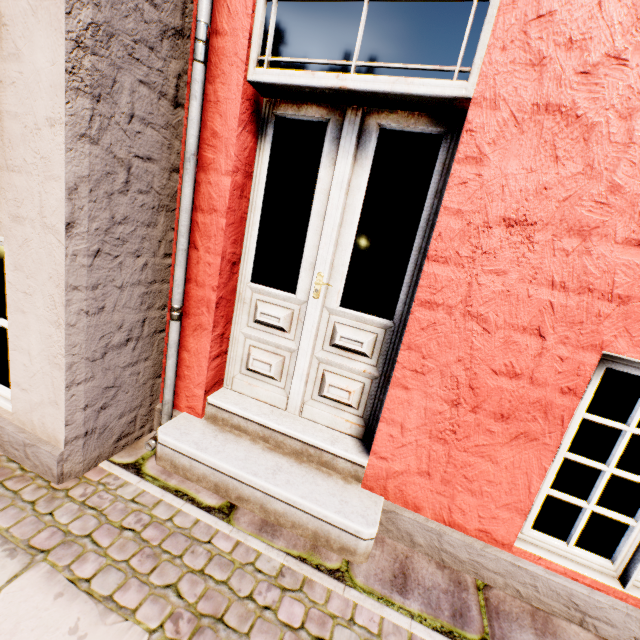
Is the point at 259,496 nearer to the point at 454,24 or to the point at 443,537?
the point at 443,537
